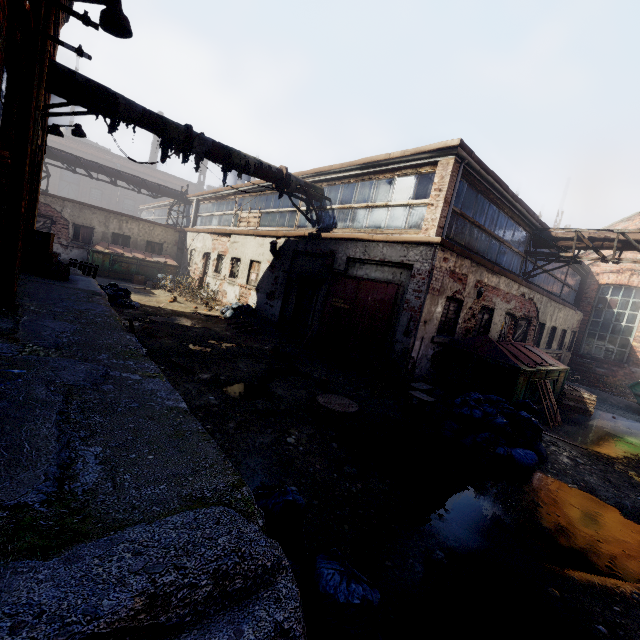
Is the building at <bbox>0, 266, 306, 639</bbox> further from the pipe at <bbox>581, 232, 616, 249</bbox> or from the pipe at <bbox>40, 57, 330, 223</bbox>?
the pipe at <bbox>581, 232, 616, 249</bbox>

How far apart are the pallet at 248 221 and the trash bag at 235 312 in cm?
374

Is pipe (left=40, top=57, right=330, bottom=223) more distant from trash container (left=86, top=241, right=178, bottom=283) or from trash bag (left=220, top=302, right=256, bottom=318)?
trash container (left=86, top=241, right=178, bottom=283)

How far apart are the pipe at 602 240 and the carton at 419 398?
9.3 meters

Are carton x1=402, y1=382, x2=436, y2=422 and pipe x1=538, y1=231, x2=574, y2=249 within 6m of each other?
no

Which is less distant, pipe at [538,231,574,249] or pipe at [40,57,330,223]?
pipe at [40,57,330,223]

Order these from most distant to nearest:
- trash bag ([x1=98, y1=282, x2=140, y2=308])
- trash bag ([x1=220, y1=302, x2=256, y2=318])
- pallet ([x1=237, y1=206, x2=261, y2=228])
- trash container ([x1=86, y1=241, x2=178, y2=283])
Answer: trash container ([x1=86, y1=241, x2=178, y2=283]), pallet ([x1=237, y1=206, x2=261, y2=228]), trash bag ([x1=220, y1=302, x2=256, y2=318]), trash bag ([x1=98, y1=282, x2=140, y2=308])

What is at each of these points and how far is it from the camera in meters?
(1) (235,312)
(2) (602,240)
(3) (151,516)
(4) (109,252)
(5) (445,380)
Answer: (1) trash bag, 13.3
(2) pipe, 10.8
(3) building, 1.6
(4) trash container, 17.5
(5) trash container, 8.8
